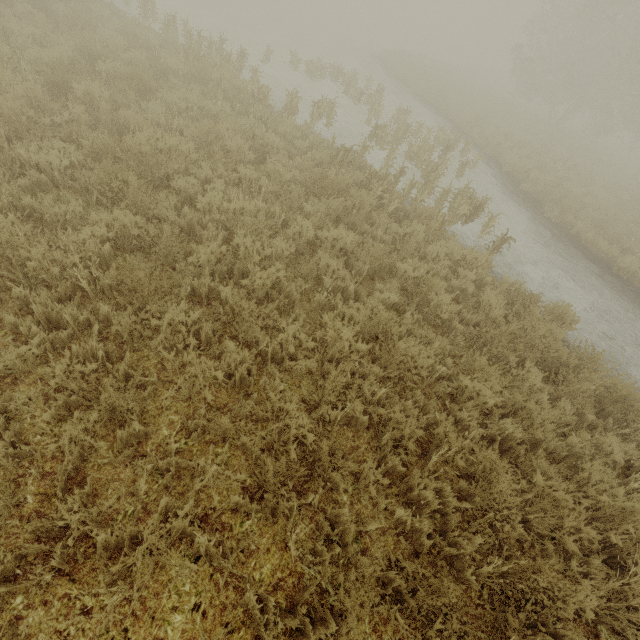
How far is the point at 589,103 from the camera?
23.1 meters
